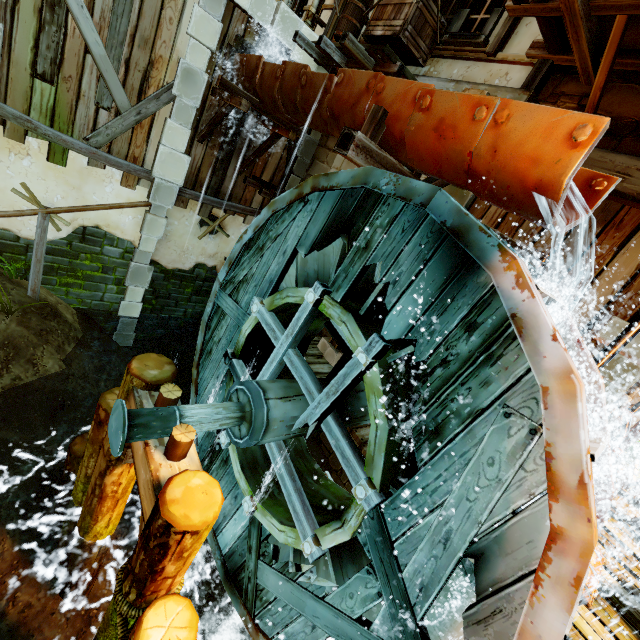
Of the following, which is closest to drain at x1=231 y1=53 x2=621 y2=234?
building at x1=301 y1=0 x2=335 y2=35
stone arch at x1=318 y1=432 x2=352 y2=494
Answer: building at x1=301 y1=0 x2=335 y2=35

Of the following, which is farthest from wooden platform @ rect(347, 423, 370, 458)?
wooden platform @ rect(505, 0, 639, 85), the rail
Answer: the rail

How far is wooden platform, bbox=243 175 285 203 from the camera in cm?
819

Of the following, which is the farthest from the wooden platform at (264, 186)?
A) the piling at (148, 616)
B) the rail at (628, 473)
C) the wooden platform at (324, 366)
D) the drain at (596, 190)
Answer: the rail at (628, 473)

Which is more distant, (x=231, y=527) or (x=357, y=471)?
(x=231, y=527)

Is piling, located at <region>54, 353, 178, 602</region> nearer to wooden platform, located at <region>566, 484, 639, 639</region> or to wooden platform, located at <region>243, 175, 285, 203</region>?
wooden platform, located at <region>243, 175, 285, 203</region>

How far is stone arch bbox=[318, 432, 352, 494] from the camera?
6.0 meters

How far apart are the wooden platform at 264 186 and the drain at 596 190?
1.6 meters
